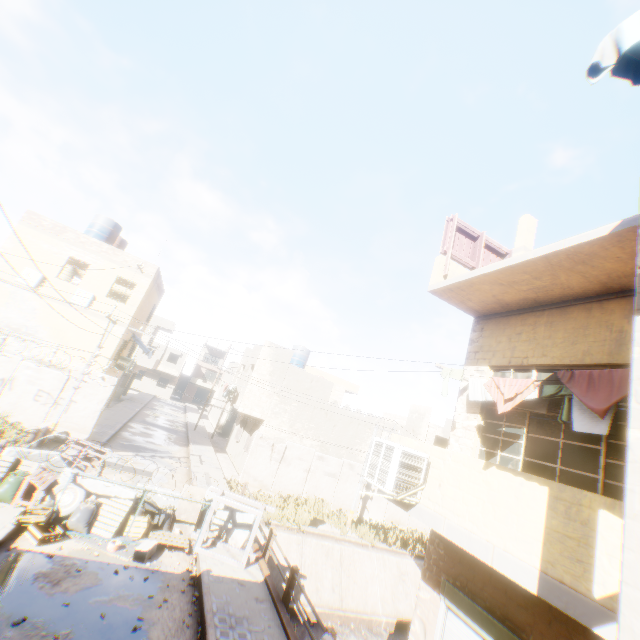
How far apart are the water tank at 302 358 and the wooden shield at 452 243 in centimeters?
1978cm

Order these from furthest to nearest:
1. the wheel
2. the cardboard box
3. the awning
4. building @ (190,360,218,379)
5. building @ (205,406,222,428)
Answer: building @ (190,360,218,379)
building @ (205,406,222,428)
the wheel
the cardboard box
the awning

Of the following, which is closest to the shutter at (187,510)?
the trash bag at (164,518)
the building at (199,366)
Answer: the trash bag at (164,518)

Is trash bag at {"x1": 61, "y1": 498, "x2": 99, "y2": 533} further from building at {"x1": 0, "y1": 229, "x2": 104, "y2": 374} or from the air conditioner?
the air conditioner

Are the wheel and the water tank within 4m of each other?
no

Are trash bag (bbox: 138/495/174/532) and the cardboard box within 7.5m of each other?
yes

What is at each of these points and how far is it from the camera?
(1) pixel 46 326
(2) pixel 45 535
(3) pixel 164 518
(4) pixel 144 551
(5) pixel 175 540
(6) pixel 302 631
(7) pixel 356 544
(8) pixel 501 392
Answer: (1) building, 16.9 meters
(2) wooden box, 8.0 meters
(3) trash bag, 10.6 meters
(4) cardboard box, 8.7 meters
(5) wooden pallet, 10.0 meters
(6) concrete channel, 12.8 meters
(7) concrete channel, 17.4 meters
(8) dryer, 6.0 meters

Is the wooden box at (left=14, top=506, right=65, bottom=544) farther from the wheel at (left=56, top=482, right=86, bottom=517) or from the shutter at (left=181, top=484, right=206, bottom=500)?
the shutter at (left=181, top=484, right=206, bottom=500)
